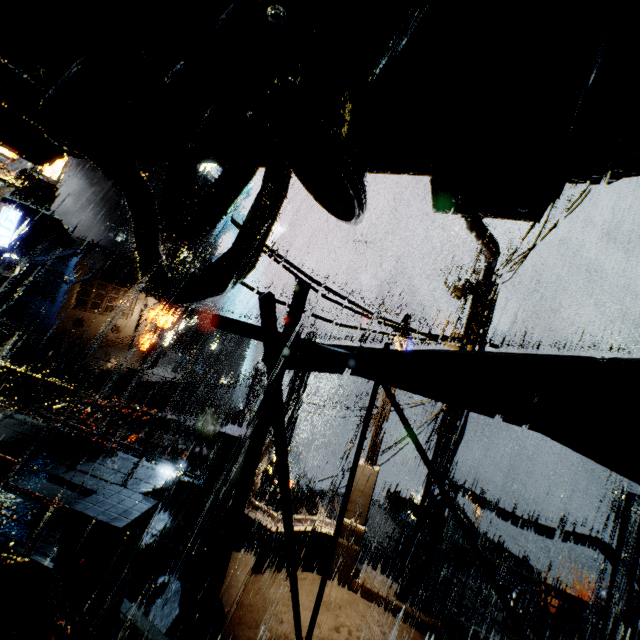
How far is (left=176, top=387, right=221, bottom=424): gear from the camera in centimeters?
5034cm

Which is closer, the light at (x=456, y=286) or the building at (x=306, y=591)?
the building at (x=306, y=591)

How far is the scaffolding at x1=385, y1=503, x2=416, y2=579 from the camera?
11.3m

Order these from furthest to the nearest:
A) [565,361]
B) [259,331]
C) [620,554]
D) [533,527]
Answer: [533,527] → [620,554] → [259,331] → [565,361]

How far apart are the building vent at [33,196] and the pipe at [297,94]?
47.8m

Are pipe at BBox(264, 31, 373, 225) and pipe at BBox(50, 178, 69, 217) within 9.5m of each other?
no

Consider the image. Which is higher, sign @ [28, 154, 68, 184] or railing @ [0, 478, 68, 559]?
sign @ [28, 154, 68, 184]

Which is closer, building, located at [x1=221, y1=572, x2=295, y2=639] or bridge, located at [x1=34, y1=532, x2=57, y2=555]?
bridge, located at [x1=34, y1=532, x2=57, y2=555]
